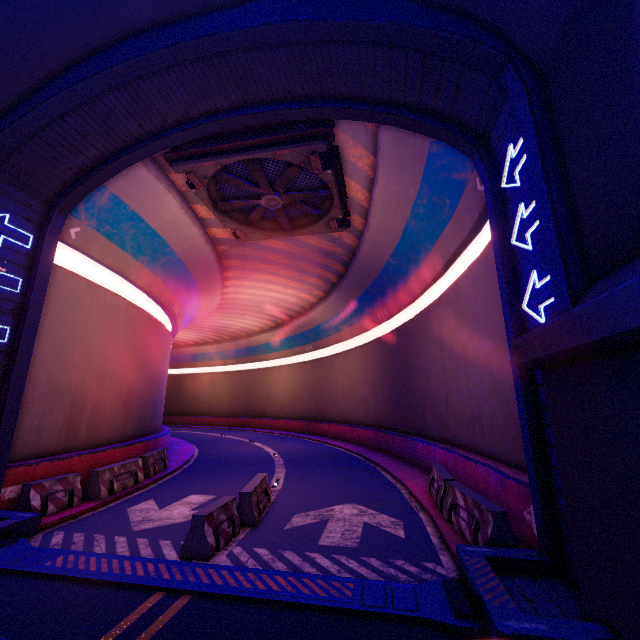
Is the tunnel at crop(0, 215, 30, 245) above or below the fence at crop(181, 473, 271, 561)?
above

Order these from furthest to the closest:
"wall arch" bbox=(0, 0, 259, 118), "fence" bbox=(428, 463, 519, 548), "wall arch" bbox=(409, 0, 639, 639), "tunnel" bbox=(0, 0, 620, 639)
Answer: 1. "wall arch" bbox=(0, 0, 259, 118)
2. "fence" bbox=(428, 463, 519, 548)
3. "tunnel" bbox=(0, 0, 620, 639)
4. "wall arch" bbox=(409, 0, 639, 639)

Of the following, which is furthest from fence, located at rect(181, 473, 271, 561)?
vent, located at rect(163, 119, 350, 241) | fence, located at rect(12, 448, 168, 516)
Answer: vent, located at rect(163, 119, 350, 241)

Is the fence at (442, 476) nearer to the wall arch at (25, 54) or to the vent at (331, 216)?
the wall arch at (25, 54)

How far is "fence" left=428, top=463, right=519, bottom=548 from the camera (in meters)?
6.18

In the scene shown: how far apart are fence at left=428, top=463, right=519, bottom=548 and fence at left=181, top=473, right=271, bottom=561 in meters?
5.1 m

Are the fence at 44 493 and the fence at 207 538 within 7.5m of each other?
yes

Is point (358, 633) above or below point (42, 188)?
below
